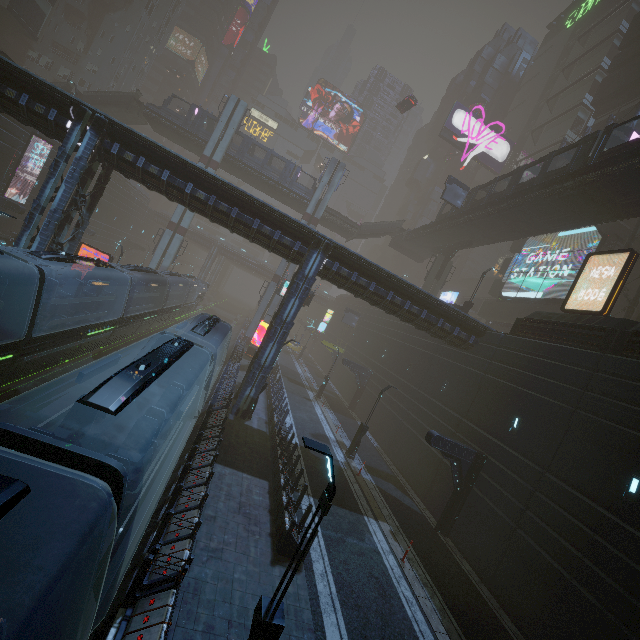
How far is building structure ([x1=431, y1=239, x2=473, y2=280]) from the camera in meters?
36.8

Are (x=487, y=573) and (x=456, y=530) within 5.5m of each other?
yes

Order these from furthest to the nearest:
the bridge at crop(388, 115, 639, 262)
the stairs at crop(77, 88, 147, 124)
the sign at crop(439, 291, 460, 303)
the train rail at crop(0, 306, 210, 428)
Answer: the sign at crop(439, 291, 460, 303)
the stairs at crop(77, 88, 147, 124)
the bridge at crop(388, 115, 639, 262)
the train rail at crop(0, 306, 210, 428)

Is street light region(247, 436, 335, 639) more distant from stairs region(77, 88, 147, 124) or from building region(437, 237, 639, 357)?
stairs region(77, 88, 147, 124)

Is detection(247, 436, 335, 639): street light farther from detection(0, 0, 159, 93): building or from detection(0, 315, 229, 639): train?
detection(0, 315, 229, 639): train

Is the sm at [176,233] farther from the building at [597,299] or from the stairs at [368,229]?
the stairs at [368,229]

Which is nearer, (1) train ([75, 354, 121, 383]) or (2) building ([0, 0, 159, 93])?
(1) train ([75, 354, 121, 383])

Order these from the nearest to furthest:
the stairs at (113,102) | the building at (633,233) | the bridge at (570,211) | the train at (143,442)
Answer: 1. the train at (143,442)
2. the bridge at (570,211)
3. the building at (633,233)
4. the stairs at (113,102)
